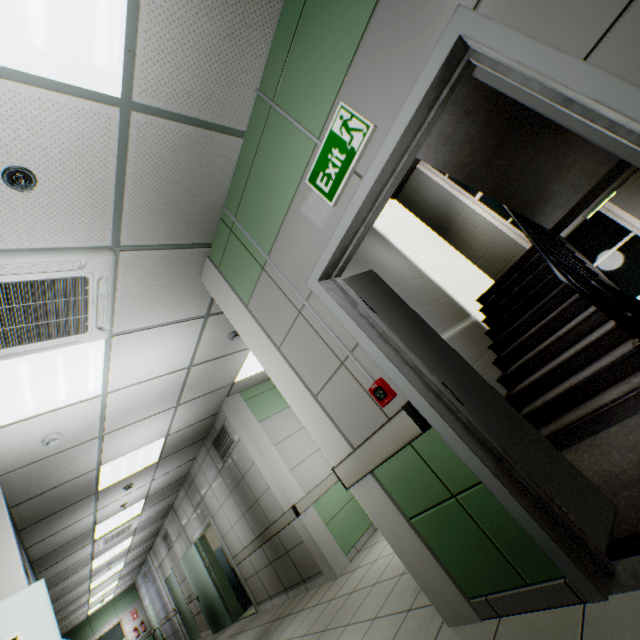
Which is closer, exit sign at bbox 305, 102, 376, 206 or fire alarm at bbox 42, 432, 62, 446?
A: exit sign at bbox 305, 102, 376, 206

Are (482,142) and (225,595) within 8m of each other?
no

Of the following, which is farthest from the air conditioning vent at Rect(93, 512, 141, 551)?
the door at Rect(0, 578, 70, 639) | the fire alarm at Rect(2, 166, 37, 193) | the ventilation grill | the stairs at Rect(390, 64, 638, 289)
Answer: the fire alarm at Rect(2, 166, 37, 193)

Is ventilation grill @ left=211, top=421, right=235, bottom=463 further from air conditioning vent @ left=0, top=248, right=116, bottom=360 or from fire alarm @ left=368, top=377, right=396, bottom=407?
fire alarm @ left=368, top=377, right=396, bottom=407

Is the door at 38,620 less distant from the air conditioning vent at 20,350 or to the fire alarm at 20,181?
the air conditioning vent at 20,350

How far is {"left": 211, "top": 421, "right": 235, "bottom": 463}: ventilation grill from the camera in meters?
6.1

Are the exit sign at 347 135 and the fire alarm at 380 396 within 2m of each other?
yes

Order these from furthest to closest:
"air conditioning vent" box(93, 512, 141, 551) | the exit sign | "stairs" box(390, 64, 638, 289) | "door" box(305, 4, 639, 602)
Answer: "air conditioning vent" box(93, 512, 141, 551)
"stairs" box(390, 64, 638, 289)
the exit sign
"door" box(305, 4, 639, 602)
